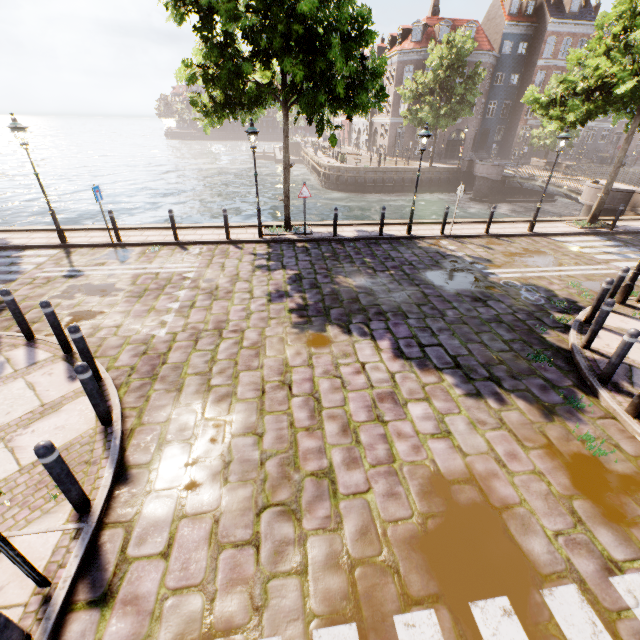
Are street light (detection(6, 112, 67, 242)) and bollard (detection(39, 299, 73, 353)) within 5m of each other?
no

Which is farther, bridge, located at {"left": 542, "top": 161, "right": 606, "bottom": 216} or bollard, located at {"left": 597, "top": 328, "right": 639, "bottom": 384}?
bridge, located at {"left": 542, "top": 161, "right": 606, "bottom": 216}

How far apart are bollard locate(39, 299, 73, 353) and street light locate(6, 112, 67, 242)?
7.6m

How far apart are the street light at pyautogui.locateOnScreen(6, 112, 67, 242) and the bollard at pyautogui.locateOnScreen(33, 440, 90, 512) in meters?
11.2 m

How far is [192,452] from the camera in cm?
450

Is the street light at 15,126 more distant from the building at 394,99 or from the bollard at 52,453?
the building at 394,99

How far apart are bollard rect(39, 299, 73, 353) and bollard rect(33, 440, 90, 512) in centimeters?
341cm

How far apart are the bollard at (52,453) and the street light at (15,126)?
11.2m
